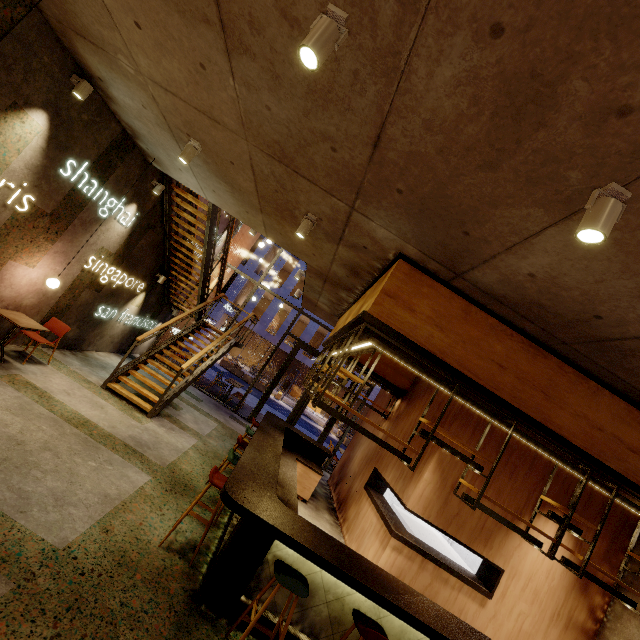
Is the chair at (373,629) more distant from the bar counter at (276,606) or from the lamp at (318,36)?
the lamp at (318,36)

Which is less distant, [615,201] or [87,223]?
[615,201]

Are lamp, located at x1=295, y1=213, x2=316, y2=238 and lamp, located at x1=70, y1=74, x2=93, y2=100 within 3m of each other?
no

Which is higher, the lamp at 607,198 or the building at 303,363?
the lamp at 607,198

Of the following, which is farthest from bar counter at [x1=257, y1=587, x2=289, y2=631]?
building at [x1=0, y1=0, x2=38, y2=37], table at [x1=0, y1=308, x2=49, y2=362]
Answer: table at [x1=0, y1=308, x2=49, y2=362]

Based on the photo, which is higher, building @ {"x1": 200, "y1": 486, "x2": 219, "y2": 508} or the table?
the table

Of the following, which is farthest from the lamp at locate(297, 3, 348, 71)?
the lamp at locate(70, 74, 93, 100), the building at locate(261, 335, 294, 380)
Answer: the building at locate(261, 335, 294, 380)

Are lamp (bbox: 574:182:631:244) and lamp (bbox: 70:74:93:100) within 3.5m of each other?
no
